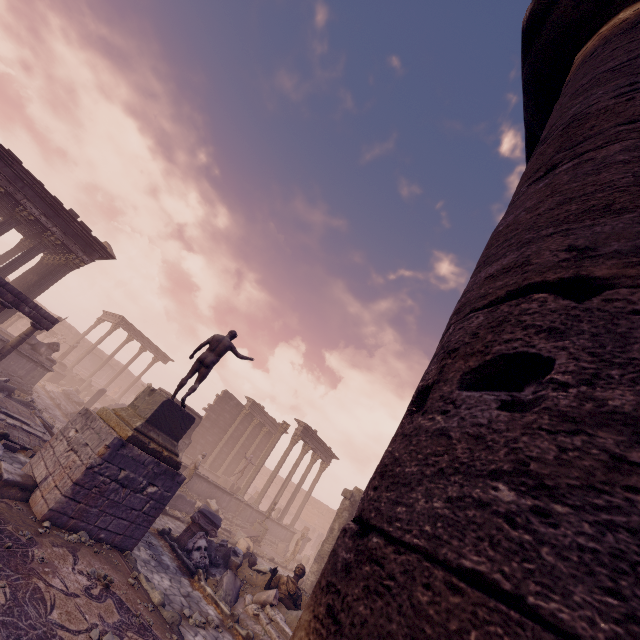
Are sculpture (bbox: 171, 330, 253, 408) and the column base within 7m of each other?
no

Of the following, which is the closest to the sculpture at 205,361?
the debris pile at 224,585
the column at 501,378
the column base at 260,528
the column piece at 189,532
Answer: the column piece at 189,532

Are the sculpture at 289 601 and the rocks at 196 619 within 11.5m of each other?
yes

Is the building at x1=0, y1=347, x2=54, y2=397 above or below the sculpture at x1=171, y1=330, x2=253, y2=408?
below

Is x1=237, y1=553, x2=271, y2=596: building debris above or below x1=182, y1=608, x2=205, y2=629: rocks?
above

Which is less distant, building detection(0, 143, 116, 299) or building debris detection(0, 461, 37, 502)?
building debris detection(0, 461, 37, 502)

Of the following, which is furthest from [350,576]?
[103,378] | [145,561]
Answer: [103,378]

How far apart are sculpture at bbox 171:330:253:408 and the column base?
14.3 meters
